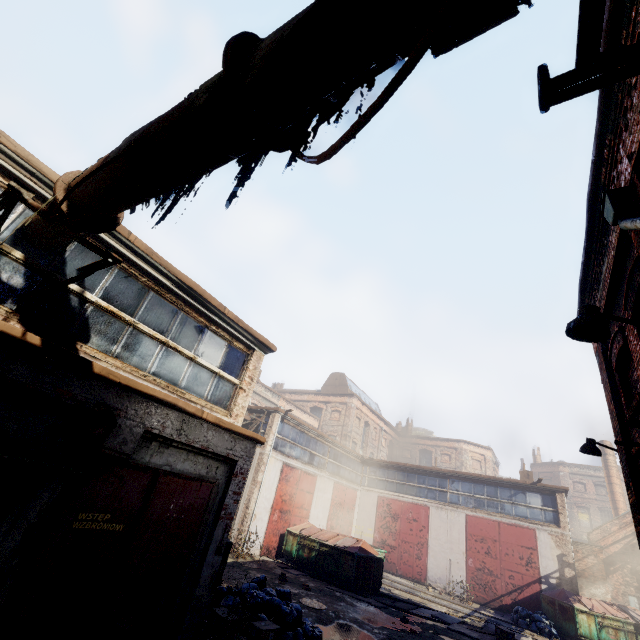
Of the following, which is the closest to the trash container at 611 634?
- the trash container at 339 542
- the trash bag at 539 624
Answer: the trash bag at 539 624

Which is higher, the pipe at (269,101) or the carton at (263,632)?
the pipe at (269,101)

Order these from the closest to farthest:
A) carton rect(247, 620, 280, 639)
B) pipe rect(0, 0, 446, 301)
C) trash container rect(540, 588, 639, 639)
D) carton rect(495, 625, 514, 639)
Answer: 1. pipe rect(0, 0, 446, 301)
2. carton rect(247, 620, 280, 639)
3. carton rect(495, 625, 514, 639)
4. trash container rect(540, 588, 639, 639)

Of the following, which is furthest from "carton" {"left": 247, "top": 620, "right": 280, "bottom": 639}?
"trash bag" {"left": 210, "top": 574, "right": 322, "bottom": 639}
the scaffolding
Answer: the scaffolding

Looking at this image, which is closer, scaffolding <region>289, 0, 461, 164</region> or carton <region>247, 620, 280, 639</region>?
scaffolding <region>289, 0, 461, 164</region>

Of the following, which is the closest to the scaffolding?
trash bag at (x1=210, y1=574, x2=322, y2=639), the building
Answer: trash bag at (x1=210, y1=574, x2=322, y2=639)

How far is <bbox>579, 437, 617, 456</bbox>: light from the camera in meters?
7.4

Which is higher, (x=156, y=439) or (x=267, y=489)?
(x=156, y=439)
